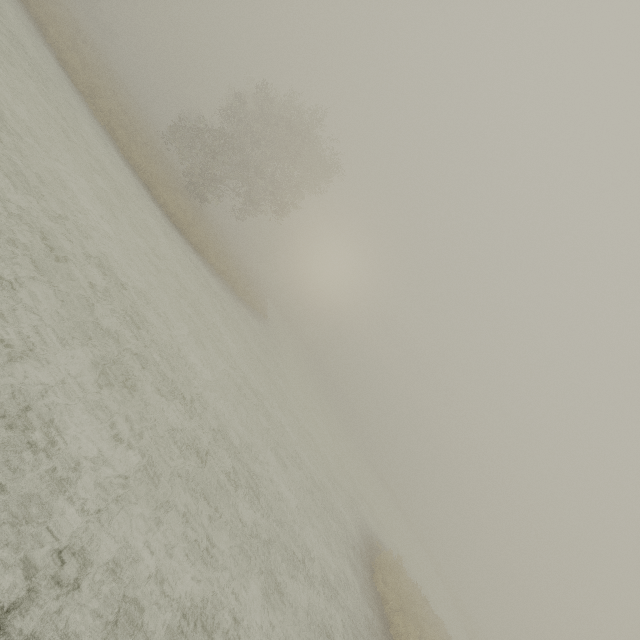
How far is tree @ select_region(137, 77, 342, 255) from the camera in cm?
2531

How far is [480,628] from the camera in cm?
5856

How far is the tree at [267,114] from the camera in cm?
2531
